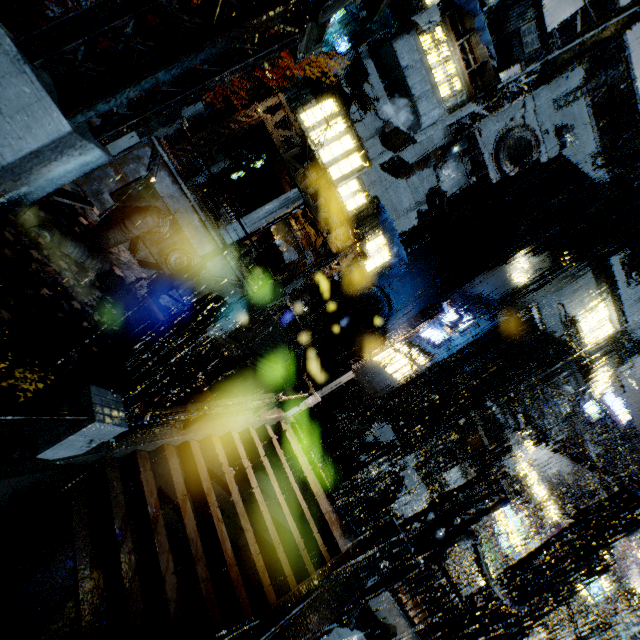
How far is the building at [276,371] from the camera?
10.42m

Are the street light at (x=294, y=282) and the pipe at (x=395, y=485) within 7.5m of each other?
no

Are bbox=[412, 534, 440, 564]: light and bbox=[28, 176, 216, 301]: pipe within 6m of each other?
no

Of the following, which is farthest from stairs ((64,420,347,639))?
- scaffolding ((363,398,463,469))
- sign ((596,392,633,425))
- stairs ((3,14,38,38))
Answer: sign ((596,392,633,425))

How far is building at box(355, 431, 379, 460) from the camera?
22.0m

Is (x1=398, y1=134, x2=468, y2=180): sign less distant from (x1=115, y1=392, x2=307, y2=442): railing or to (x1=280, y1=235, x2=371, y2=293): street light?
(x1=280, y1=235, x2=371, y2=293): street light

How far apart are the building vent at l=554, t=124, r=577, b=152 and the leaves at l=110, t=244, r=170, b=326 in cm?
3833

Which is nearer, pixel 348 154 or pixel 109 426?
pixel 109 426
